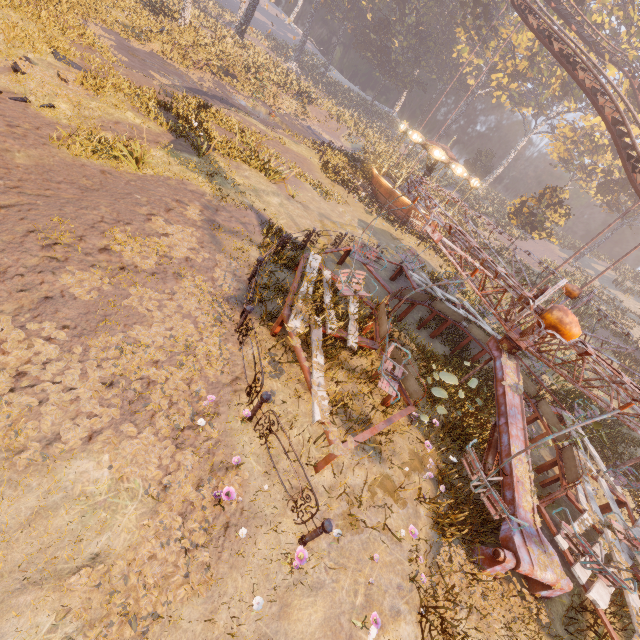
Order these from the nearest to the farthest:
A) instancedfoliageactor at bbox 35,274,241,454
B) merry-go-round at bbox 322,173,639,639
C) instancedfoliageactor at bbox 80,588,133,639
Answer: instancedfoliageactor at bbox 80,588,133,639
instancedfoliageactor at bbox 35,274,241,454
merry-go-round at bbox 322,173,639,639

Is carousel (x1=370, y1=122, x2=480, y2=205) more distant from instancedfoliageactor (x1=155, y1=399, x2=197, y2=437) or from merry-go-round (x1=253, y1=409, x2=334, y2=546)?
merry-go-round (x1=253, y1=409, x2=334, y2=546)

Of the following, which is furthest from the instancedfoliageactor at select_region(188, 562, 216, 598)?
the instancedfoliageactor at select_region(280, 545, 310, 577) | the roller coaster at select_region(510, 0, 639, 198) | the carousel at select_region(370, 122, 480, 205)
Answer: the carousel at select_region(370, 122, 480, 205)

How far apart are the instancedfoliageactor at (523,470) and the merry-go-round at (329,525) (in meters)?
4.79

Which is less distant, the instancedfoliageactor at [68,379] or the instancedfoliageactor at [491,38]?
the instancedfoliageactor at [68,379]

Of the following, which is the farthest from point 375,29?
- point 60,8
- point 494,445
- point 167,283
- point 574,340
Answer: point 574,340

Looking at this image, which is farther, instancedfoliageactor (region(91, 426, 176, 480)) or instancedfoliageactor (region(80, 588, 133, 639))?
instancedfoliageactor (region(91, 426, 176, 480))

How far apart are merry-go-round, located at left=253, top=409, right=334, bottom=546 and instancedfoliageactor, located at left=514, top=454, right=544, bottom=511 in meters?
4.8
